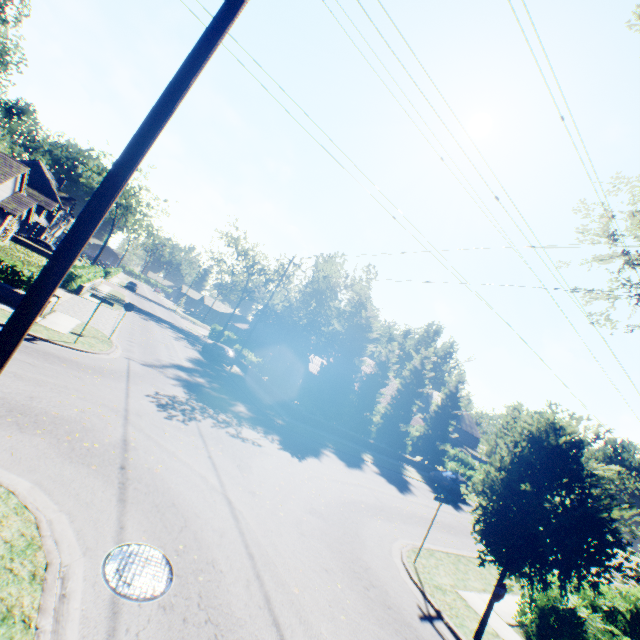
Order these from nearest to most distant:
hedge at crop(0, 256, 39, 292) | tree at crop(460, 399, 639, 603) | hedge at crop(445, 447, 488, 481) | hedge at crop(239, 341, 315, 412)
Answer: tree at crop(460, 399, 639, 603)
hedge at crop(0, 256, 39, 292)
hedge at crop(239, 341, 315, 412)
hedge at crop(445, 447, 488, 481)

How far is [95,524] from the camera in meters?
5.6 m

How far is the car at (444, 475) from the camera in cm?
2614

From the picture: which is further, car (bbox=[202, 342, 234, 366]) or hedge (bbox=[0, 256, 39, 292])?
car (bbox=[202, 342, 234, 366])

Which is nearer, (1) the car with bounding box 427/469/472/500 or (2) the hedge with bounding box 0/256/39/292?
(2) the hedge with bounding box 0/256/39/292

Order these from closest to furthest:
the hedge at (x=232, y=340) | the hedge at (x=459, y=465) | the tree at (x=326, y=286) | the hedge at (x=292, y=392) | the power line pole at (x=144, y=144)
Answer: the power line pole at (x=144, y=144), the hedge at (x=292, y=392), the tree at (x=326, y=286), the hedge at (x=459, y=465), the hedge at (x=232, y=340)

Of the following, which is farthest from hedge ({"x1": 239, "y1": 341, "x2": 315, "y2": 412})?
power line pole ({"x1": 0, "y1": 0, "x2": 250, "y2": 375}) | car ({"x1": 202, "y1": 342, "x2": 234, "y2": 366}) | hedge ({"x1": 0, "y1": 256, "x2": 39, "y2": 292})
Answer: power line pole ({"x1": 0, "y1": 0, "x2": 250, "y2": 375})

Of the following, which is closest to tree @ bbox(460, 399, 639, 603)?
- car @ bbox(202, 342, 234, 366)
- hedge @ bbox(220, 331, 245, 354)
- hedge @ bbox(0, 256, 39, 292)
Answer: hedge @ bbox(220, 331, 245, 354)
